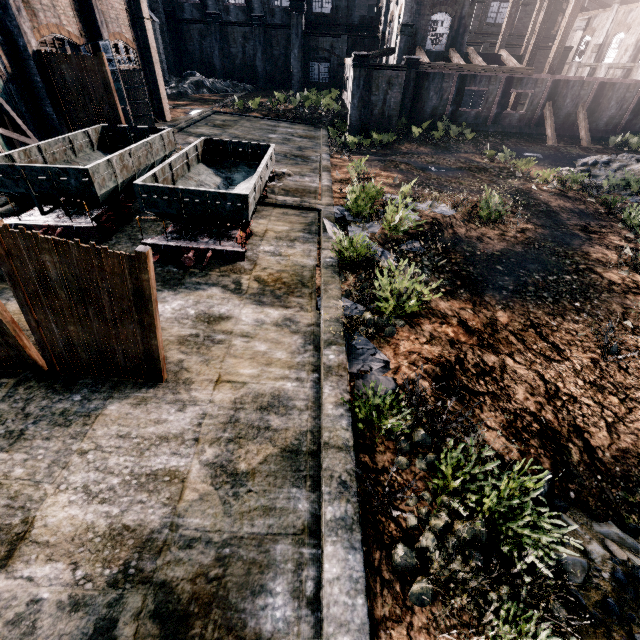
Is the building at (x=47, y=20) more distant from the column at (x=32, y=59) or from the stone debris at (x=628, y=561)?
the stone debris at (x=628, y=561)

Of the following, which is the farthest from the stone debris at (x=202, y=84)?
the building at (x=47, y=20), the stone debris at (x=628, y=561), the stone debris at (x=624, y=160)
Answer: the stone debris at (x=628, y=561)

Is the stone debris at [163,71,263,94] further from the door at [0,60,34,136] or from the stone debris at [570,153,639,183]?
the stone debris at [570,153,639,183]

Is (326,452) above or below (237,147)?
below

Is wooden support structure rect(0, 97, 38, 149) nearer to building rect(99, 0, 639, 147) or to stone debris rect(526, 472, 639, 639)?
stone debris rect(526, 472, 639, 639)

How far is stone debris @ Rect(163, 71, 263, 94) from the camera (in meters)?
43.72

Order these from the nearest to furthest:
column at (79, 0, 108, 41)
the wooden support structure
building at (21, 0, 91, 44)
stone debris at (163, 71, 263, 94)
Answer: the wooden support structure < building at (21, 0, 91, 44) < column at (79, 0, 108, 41) < stone debris at (163, 71, 263, 94)

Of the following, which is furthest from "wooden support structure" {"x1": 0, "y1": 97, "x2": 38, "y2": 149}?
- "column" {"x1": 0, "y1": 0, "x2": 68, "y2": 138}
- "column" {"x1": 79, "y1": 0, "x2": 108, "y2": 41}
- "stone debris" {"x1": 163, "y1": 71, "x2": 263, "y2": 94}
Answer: "stone debris" {"x1": 163, "y1": 71, "x2": 263, "y2": 94}
